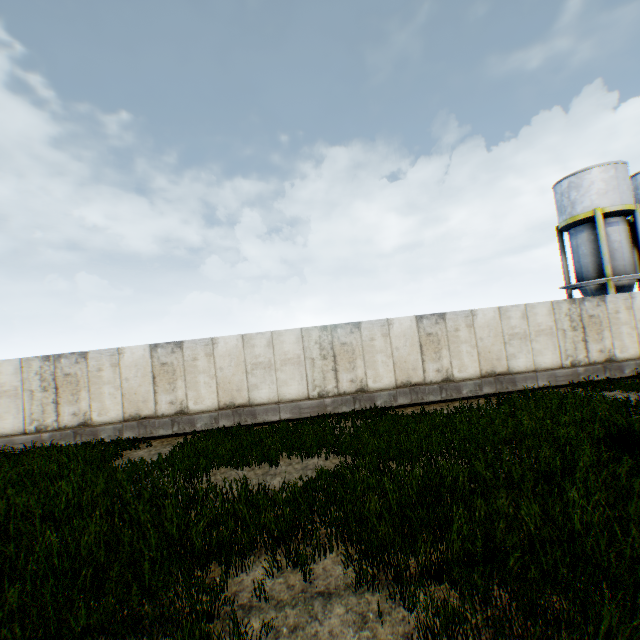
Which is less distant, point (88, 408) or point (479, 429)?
point (479, 429)
